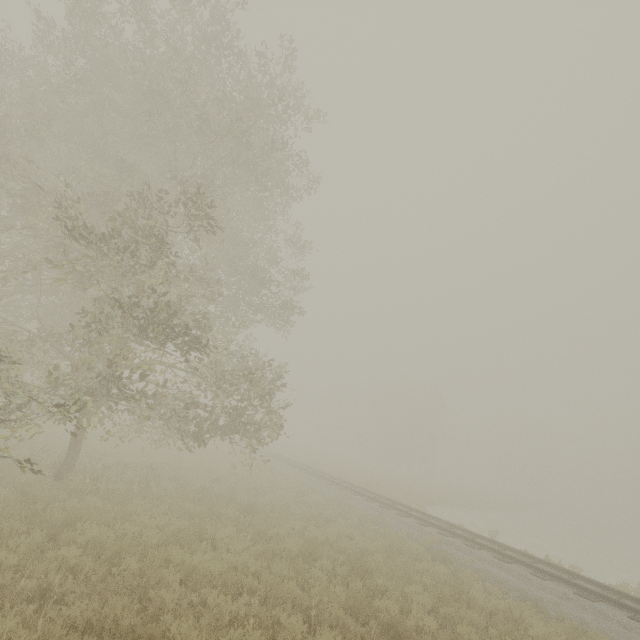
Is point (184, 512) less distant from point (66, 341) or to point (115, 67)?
point (66, 341)
